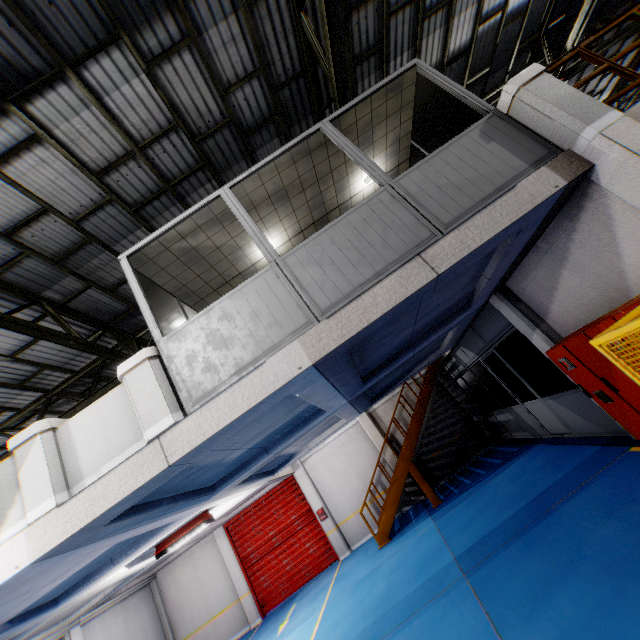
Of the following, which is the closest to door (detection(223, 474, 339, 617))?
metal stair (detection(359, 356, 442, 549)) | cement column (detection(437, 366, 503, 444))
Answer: metal stair (detection(359, 356, 442, 549))

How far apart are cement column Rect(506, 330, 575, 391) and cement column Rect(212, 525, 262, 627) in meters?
A: 15.3

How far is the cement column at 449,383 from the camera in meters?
13.5 m

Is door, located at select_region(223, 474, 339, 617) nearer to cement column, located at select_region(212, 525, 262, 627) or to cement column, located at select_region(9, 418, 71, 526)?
cement column, located at select_region(212, 525, 262, 627)

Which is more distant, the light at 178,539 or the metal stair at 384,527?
the metal stair at 384,527

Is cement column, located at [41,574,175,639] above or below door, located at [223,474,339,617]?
above

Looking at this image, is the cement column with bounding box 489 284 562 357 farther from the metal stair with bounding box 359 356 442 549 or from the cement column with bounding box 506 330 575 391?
the cement column with bounding box 506 330 575 391

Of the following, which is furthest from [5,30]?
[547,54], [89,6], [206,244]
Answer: [547,54]
